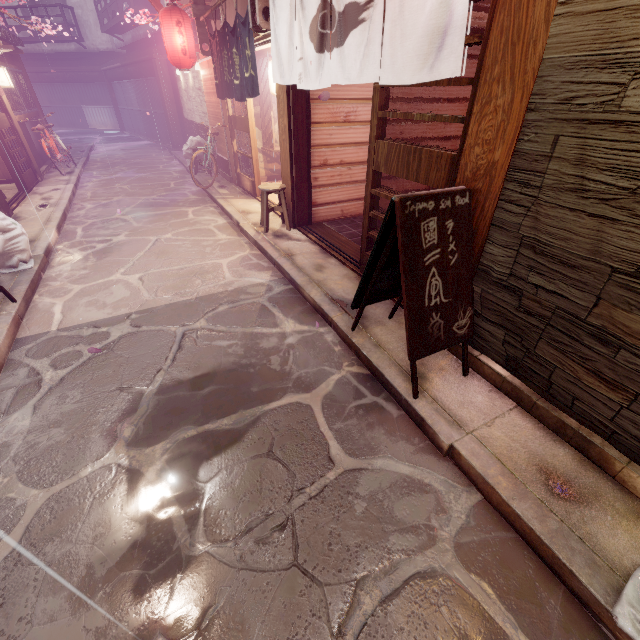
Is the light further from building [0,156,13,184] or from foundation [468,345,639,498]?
foundation [468,345,639,498]

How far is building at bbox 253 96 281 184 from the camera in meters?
15.3 m

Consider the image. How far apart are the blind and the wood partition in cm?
185

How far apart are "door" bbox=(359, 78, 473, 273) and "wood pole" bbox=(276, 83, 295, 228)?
3.62m

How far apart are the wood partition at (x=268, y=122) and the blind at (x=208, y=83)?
1.85m

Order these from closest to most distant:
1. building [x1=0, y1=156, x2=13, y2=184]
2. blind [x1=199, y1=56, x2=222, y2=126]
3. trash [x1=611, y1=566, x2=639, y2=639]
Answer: trash [x1=611, y1=566, x2=639, y2=639]
blind [x1=199, y1=56, x2=222, y2=126]
building [x1=0, y1=156, x2=13, y2=184]

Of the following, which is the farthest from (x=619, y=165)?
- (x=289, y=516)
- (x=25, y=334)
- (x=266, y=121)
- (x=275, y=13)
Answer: (x=266, y=121)

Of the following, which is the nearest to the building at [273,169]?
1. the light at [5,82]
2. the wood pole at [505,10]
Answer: the wood pole at [505,10]
